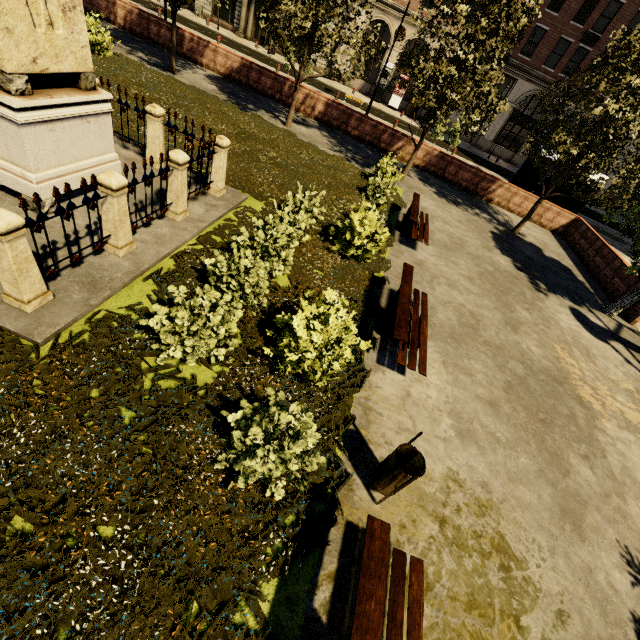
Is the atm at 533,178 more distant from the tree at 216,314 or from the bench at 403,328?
the tree at 216,314

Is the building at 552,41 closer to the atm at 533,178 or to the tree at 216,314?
the atm at 533,178

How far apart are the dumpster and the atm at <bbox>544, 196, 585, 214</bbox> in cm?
1973

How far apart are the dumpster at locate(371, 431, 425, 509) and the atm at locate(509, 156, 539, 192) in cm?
1877

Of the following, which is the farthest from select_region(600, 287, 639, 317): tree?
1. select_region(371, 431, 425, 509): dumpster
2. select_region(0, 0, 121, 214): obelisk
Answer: select_region(371, 431, 425, 509): dumpster

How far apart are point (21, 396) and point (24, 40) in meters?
5.0

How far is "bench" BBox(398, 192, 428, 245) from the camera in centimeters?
984cm

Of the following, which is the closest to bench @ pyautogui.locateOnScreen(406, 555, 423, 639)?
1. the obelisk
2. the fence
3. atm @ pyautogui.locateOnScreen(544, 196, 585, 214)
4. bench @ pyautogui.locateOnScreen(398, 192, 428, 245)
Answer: bench @ pyautogui.locateOnScreen(398, 192, 428, 245)
